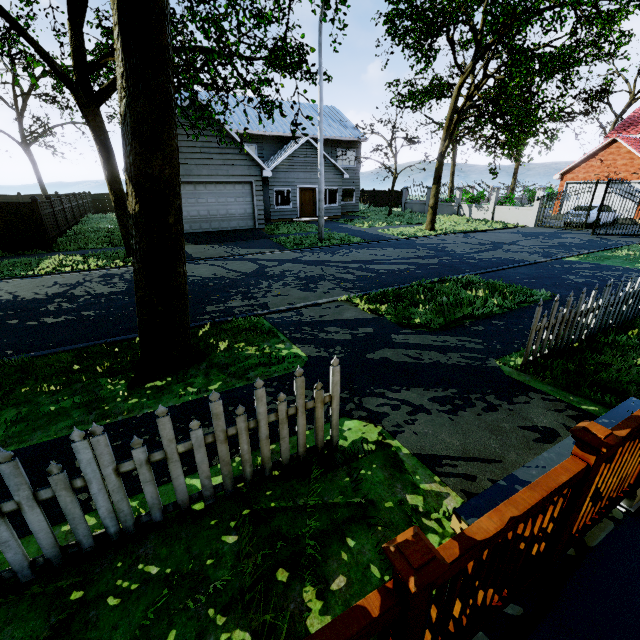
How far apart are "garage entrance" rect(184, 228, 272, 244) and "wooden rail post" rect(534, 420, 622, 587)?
16.4 meters

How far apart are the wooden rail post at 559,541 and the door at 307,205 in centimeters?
2448cm

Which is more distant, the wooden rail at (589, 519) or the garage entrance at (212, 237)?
the garage entrance at (212, 237)

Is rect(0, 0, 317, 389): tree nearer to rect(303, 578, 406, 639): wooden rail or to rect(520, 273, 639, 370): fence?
rect(520, 273, 639, 370): fence

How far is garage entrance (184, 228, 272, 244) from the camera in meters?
15.9

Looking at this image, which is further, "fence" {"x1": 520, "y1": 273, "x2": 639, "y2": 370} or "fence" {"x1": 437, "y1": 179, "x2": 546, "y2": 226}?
"fence" {"x1": 437, "y1": 179, "x2": 546, "y2": 226}

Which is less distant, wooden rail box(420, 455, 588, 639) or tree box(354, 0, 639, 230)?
wooden rail box(420, 455, 588, 639)

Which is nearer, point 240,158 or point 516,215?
point 240,158
